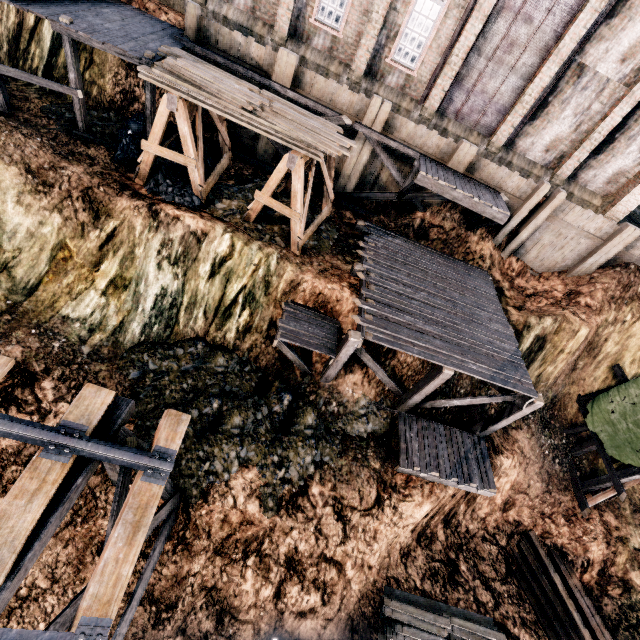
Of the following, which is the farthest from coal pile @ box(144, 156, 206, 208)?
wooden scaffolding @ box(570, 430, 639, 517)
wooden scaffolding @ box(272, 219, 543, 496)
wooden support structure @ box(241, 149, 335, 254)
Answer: wooden scaffolding @ box(570, 430, 639, 517)

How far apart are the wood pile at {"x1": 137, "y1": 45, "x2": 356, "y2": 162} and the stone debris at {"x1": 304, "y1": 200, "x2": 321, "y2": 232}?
3.50m

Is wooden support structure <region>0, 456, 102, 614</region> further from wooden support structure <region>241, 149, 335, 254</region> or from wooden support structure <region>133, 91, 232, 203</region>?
wooden support structure <region>133, 91, 232, 203</region>

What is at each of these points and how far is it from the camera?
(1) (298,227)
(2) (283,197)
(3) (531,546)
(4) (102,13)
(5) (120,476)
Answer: (1) wooden support structure, 13.8m
(2) stone debris, 16.7m
(3) wood pile, 17.7m
(4) wooden scaffolding, 13.9m
(5) wooden support structure, 7.3m

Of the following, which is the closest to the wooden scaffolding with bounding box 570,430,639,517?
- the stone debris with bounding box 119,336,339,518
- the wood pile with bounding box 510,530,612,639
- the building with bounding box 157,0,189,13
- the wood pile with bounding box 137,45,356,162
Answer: the wood pile with bounding box 510,530,612,639

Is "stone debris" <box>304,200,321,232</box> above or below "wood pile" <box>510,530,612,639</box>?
above

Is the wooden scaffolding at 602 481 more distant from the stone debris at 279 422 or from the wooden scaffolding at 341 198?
the stone debris at 279 422

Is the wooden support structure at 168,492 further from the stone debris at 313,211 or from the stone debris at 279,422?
the stone debris at 313,211
